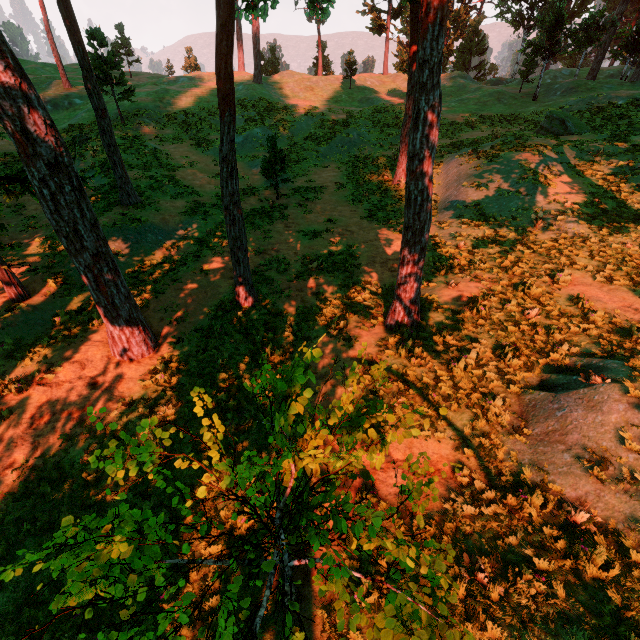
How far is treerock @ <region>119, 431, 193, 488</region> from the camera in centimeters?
339cm

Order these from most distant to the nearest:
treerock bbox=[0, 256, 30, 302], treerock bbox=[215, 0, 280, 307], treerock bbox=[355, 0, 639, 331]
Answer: treerock bbox=[0, 256, 30, 302] → treerock bbox=[215, 0, 280, 307] → treerock bbox=[355, 0, 639, 331]

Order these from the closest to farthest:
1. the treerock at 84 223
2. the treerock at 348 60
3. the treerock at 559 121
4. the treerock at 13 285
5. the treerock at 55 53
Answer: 1. the treerock at 84 223
2. the treerock at 13 285
3. the treerock at 559 121
4. the treerock at 55 53
5. the treerock at 348 60

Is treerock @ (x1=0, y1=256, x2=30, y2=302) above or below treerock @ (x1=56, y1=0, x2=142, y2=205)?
below

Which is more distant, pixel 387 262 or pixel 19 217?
pixel 19 217

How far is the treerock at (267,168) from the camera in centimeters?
1811cm
